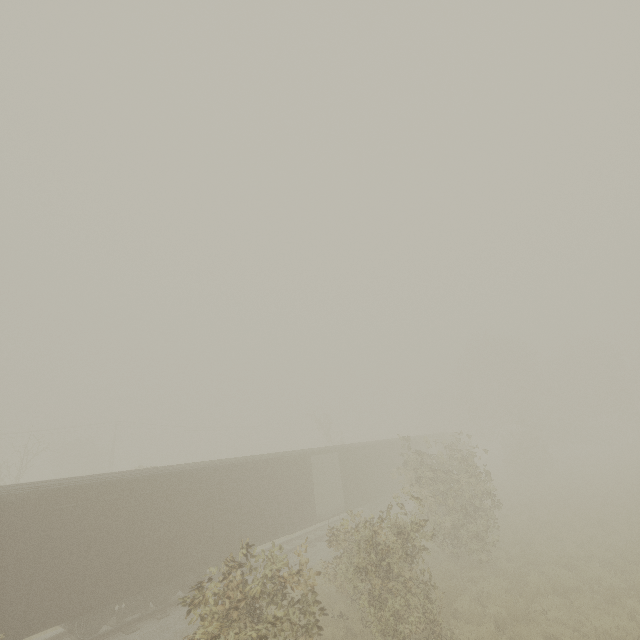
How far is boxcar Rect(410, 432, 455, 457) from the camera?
30.3m

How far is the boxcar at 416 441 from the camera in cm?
3027

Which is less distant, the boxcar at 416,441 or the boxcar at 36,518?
the boxcar at 36,518

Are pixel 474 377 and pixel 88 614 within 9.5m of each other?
no

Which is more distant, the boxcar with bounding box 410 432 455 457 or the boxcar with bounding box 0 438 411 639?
the boxcar with bounding box 410 432 455 457
